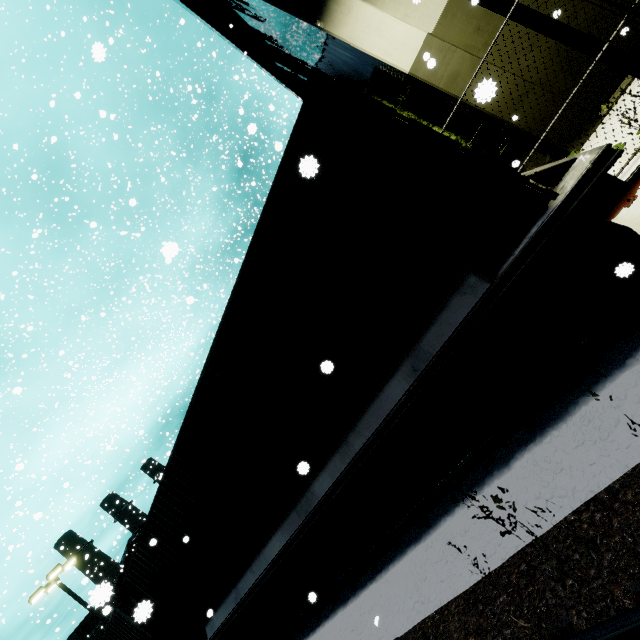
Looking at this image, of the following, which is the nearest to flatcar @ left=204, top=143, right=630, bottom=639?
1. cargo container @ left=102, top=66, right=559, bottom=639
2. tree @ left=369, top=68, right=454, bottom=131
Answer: cargo container @ left=102, top=66, right=559, bottom=639

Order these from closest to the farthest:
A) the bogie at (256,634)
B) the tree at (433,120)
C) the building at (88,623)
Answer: the bogie at (256,634) < the tree at (433,120) < the building at (88,623)

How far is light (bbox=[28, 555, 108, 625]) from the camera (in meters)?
17.97

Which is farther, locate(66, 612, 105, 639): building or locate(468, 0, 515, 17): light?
locate(66, 612, 105, 639): building

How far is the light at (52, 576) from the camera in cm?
1797

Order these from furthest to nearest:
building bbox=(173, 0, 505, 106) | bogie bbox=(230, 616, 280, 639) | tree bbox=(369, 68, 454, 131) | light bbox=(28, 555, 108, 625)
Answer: light bbox=(28, 555, 108, 625)
tree bbox=(369, 68, 454, 131)
building bbox=(173, 0, 505, 106)
bogie bbox=(230, 616, 280, 639)

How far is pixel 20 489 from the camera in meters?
19.2 m

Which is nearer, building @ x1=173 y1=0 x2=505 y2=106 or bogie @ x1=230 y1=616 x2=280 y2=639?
bogie @ x1=230 y1=616 x2=280 y2=639
